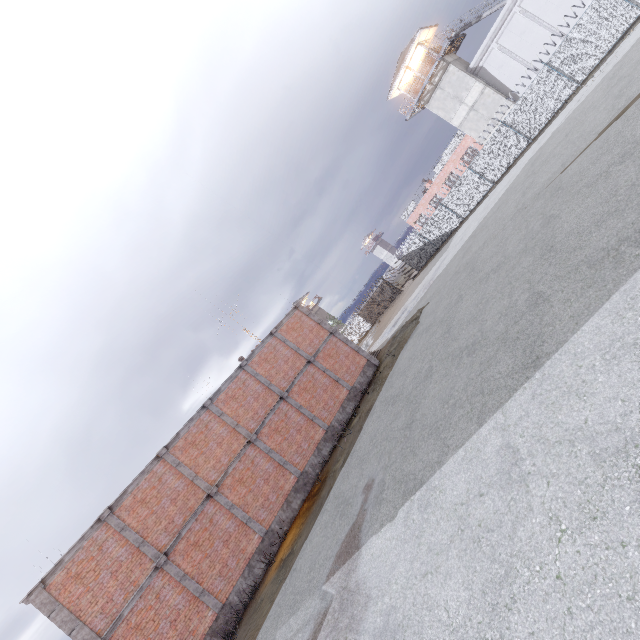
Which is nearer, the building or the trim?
the trim

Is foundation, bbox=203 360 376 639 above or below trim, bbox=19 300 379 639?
below

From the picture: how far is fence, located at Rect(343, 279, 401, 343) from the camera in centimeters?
4212cm

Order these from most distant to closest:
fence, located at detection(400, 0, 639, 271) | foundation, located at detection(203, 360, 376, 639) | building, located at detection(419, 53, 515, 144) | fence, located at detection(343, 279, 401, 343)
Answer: fence, located at detection(343, 279, 401, 343), building, located at detection(419, 53, 515, 144), fence, located at detection(400, 0, 639, 271), foundation, located at detection(203, 360, 376, 639)

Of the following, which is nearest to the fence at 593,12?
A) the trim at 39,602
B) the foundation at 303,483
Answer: the trim at 39,602

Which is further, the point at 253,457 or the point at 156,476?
the point at 253,457

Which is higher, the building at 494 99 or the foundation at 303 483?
the building at 494 99

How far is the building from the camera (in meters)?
30.45
